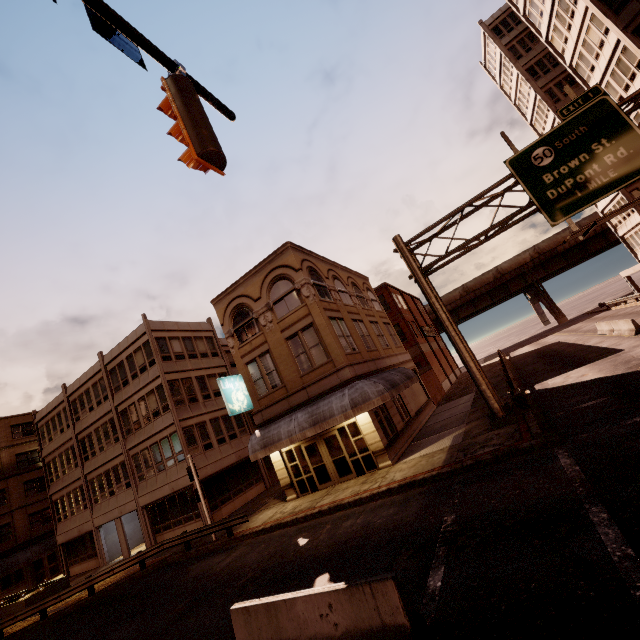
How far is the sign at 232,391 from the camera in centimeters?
1847cm

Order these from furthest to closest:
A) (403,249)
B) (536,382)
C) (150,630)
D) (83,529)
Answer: (83,529) → (536,382) → (403,249) → (150,630)

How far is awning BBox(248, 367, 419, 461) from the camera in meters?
15.3

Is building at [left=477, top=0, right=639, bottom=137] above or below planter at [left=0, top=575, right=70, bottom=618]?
above

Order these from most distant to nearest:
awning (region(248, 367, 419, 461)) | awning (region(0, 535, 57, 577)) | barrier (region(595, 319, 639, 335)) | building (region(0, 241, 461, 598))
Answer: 1. awning (region(0, 535, 57, 577))
2. barrier (region(595, 319, 639, 335))
3. building (region(0, 241, 461, 598))
4. awning (region(248, 367, 419, 461))

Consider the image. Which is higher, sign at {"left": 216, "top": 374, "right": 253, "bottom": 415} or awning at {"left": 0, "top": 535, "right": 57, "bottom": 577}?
sign at {"left": 216, "top": 374, "right": 253, "bottom": 415}

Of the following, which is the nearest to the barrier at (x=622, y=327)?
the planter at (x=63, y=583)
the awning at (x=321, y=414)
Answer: the awning at (x=321, y=414)

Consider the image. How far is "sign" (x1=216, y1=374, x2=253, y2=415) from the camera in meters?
18.5
